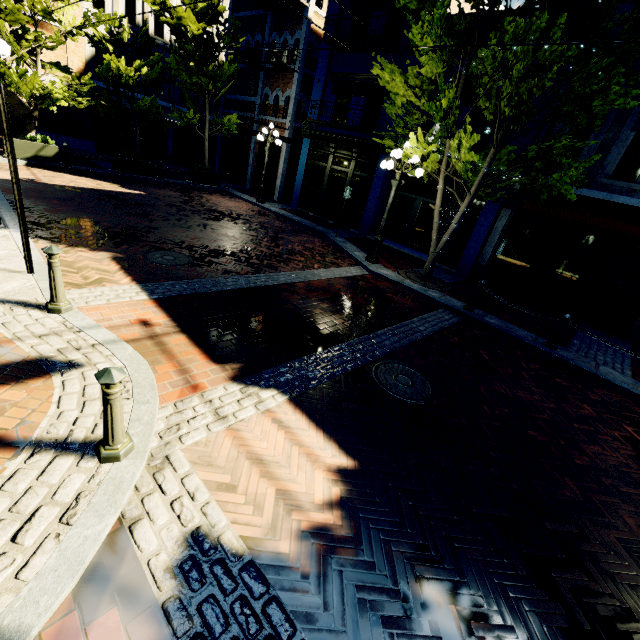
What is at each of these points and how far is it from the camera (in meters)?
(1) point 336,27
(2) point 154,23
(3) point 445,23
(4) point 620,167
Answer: (1) building, 14.52
(2) building, 19.72
(3) tree, 7.04
(4) building, 9.38

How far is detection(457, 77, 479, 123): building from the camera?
11.28m

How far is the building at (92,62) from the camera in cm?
1817

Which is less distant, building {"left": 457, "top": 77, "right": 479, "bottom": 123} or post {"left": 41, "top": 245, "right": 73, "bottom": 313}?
post {"left": 41, "top": 245, "right": 73, "bottom": 313}

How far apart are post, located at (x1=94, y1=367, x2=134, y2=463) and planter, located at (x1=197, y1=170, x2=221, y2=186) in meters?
17.3 m

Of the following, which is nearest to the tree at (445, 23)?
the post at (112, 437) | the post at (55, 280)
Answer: the post at (112, 437)

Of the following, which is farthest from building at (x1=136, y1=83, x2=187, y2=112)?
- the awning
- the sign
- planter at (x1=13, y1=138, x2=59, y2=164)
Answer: the sign

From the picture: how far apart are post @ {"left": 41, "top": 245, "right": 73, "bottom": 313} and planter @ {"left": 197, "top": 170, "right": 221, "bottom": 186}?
15.05m
